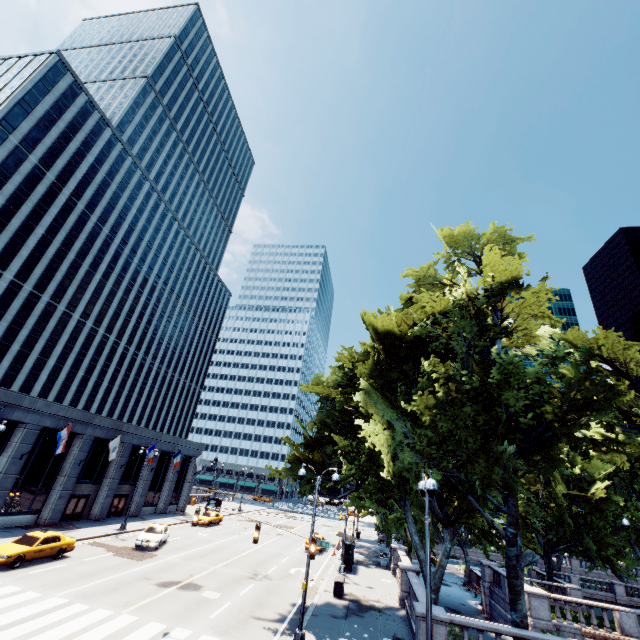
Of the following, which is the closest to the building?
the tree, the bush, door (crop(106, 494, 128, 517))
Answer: door (crop(106, 494, 128, 517))

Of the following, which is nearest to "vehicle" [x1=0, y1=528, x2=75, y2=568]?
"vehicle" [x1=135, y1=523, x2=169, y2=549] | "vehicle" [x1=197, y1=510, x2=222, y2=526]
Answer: "vehicle" [x1=135, y1=523, x2=169, y2=549]

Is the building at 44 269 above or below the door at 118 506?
above

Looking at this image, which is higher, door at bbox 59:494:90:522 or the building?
the building

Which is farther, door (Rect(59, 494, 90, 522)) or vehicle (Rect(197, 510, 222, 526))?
vehicle (Rect(197, 510, 222, 526))

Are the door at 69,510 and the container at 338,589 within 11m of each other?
no

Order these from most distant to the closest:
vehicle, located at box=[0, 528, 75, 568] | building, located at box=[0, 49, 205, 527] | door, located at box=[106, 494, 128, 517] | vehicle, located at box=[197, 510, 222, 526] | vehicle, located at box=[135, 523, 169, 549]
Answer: vehicle, located at box=[197, 510, 222, 526]
door, located at box=[106, 494, 128, 517]
building, located at box=[0, 49, 205, 527]
vehicle, located at box=[135, 523, 169, 549]
vehicle, located at box=[0, 528, 75, 568]

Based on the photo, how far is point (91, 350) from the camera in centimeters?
5938cm
